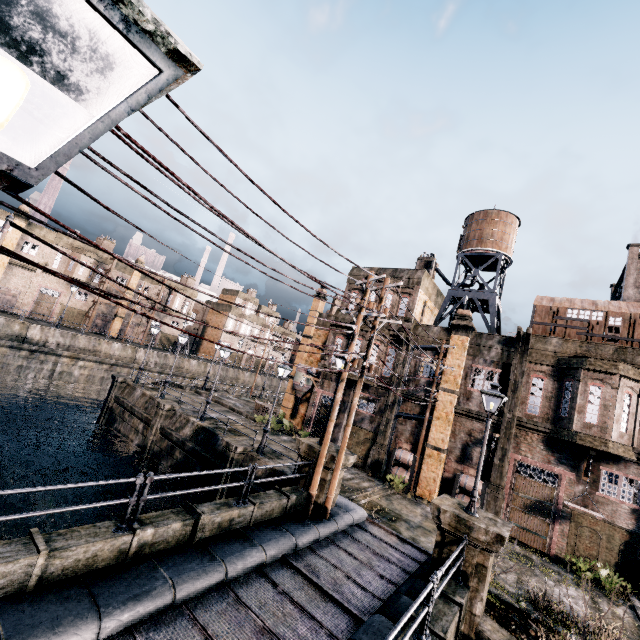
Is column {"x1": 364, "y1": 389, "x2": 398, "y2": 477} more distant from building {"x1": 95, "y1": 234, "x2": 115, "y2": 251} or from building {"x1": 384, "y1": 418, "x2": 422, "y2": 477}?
building {"x1": 95, "y1": 234, "x2": 115, "y2": 251}

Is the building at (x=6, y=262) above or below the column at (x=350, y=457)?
above

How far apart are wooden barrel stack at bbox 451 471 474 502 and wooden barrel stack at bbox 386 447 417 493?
2.4 meters

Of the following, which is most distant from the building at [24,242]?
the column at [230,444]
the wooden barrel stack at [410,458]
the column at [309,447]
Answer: the wooden barrel stack at [410,458]

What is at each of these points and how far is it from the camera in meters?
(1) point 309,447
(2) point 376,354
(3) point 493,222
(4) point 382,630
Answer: (1) column, 13.6
(2) building, 26.1
(3) water tower, 25.7
(4) stone base, 7.7

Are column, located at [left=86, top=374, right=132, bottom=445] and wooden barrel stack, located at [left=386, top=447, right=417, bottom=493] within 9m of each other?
no

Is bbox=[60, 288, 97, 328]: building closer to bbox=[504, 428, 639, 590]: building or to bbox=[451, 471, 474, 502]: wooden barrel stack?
bbox=[504, 428, 639, 590]: building

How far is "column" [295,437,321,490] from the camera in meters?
13.3 m
